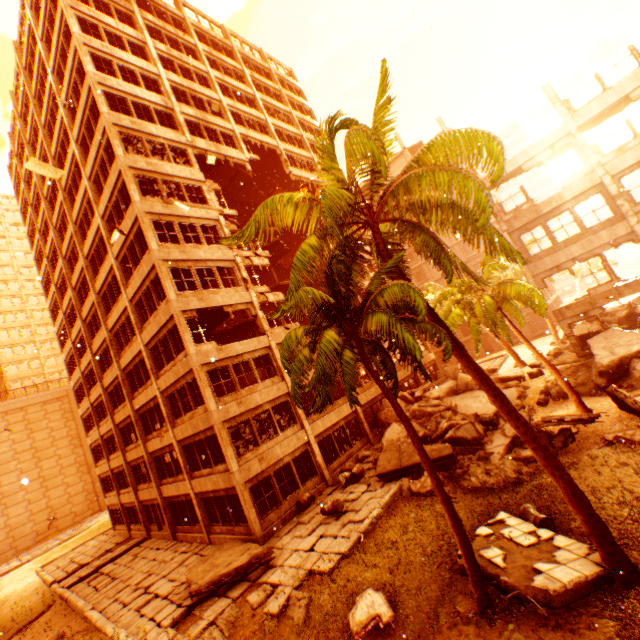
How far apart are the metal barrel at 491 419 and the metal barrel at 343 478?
6.6m

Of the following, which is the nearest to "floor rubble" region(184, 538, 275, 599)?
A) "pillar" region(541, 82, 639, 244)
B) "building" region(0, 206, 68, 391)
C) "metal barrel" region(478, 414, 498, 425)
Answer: "metal barrel" region(478, 414, 498, 425)

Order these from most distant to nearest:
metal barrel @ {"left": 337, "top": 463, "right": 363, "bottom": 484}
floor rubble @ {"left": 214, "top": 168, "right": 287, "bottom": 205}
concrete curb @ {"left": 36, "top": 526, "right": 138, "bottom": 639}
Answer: floor rubble @ {"left": 214, "top": 168, "right": 287, "bottom": 205} → metal barrel @ {"left": 337, "top": 463, "right": 363, "bottom": 484} → concrete curb @ {"left": 36, "top": 526, "right": 138, "bottom": 639}

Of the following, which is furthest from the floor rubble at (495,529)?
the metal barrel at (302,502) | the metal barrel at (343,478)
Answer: the metal barrel at (302,502)

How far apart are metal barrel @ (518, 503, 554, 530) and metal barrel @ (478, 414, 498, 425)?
6.15m

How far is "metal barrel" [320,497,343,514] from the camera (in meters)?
13.86

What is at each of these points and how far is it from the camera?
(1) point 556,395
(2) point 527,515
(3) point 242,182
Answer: (1) rock pile, 18.0m
(2) metal barrel, 9.8m
(3) floor rubble, 28.3m

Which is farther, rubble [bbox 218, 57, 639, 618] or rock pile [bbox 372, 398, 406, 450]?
rock pile [bbox 372, 398, 406, 450]
